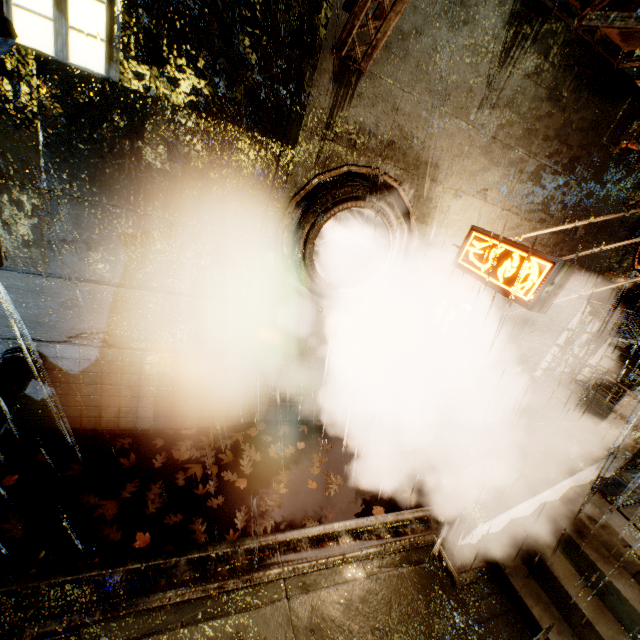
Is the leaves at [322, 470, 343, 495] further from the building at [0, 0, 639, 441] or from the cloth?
the cloth

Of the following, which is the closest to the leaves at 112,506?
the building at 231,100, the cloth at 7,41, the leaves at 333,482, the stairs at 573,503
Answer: the building at 231,100

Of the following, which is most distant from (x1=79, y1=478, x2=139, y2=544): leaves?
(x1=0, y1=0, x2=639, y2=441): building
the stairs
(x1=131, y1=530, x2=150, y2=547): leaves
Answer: the stairs

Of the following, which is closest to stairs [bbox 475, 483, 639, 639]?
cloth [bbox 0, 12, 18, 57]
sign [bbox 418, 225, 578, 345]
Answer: sign [bbox 418, 225, 578, 345]

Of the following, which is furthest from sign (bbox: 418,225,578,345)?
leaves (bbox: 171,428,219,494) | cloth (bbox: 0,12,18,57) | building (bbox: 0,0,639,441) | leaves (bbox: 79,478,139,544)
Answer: cloth (bbox: 0,12,18,57)

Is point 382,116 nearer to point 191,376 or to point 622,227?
point 191,376

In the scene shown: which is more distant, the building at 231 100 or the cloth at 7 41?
the building at 231 100

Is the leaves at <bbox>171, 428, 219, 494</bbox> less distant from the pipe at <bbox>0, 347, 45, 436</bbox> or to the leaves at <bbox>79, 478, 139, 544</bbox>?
the leaves at <bbox>79, 478, 139, 544</bbox>
